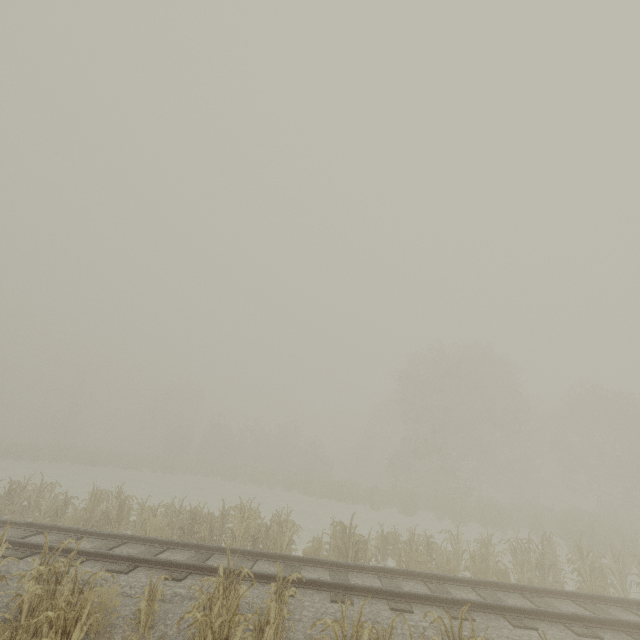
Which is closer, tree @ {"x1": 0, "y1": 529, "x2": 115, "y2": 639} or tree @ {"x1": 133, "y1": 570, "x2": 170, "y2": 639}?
tree @ {"x1": 0, "y1": 529, "x2": 115, "y2": 639}

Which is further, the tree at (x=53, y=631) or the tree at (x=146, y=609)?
the tree at (x=146, y=609)

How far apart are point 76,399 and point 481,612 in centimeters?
6954cm
